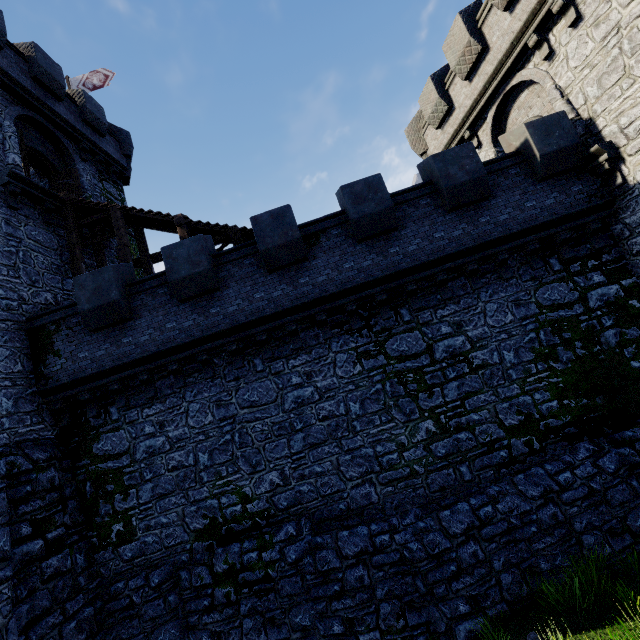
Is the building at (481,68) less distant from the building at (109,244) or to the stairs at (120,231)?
the stairs at (120,231)

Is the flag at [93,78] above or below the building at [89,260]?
above

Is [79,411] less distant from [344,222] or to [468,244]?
[344,222]

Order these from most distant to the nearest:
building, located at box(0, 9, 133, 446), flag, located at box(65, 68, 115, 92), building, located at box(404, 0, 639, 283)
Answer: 1. flag, located at box(65, 68, 115, 92)
2. building, located at box(0, 9, 133, 446)
3. building, located at box(404, 0, 639, 283)

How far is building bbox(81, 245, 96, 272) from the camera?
14.1m

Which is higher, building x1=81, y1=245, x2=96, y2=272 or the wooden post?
building x1=81, y1=245, x2=96, y2=272

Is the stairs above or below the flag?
below

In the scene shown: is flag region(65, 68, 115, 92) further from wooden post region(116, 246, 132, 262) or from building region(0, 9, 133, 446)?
wooden post region(116, 246, 132, 262)
